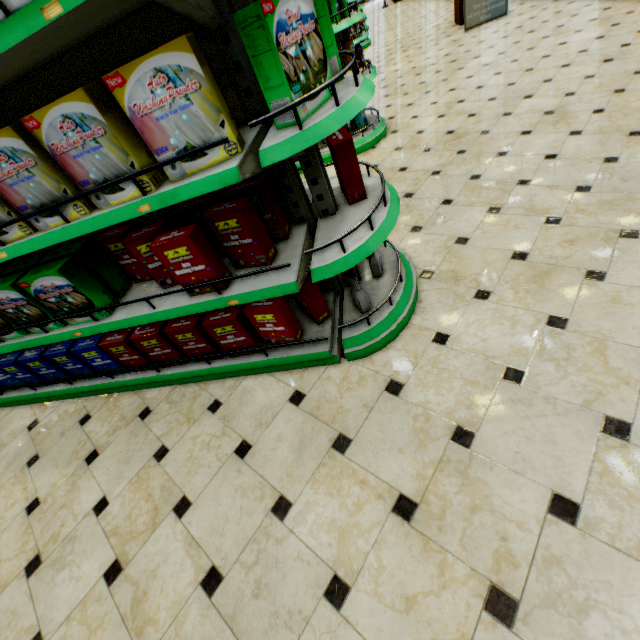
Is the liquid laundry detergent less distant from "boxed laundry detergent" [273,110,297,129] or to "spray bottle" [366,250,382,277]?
"boxed laundry detergent" [273,110,297,129]

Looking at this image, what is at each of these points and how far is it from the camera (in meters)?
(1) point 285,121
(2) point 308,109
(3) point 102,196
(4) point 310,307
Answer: (1) boxed laundry detergent, 1.35
(2) boxed laundry detergent, 1.35
(3) boxed laundry detergent, 1.43
(4) boxed laundry detergent, 2.10

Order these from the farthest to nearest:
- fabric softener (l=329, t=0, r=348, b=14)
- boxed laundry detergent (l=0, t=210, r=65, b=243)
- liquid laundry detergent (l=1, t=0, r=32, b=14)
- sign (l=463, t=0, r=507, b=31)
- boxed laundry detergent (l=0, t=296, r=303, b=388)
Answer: sign (l=463, t=0, r=507, b=31) → fabric softener (l=329, t=0, r=348, b=14) → boxed laundry detergent (l=0, t=296, r=303, b=388) → boxed laundry detergent (l=0, t=210, r=65, b=243) → liquid laundry detergent (l=1, t=0, r=32, b=14)

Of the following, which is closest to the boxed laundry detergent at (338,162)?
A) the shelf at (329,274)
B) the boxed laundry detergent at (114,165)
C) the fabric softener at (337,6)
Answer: the shelf at (329,274)

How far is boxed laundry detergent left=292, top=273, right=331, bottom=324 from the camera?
2.0 meters

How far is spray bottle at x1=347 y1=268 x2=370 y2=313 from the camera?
1.97m

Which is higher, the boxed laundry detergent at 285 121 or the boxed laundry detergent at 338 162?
the boxed laundry detergent at 285 121

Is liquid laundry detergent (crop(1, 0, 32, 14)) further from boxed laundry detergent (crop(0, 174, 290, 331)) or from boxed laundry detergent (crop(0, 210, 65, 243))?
boxed laundry detergent (crop(0, 174, 290, 331))
